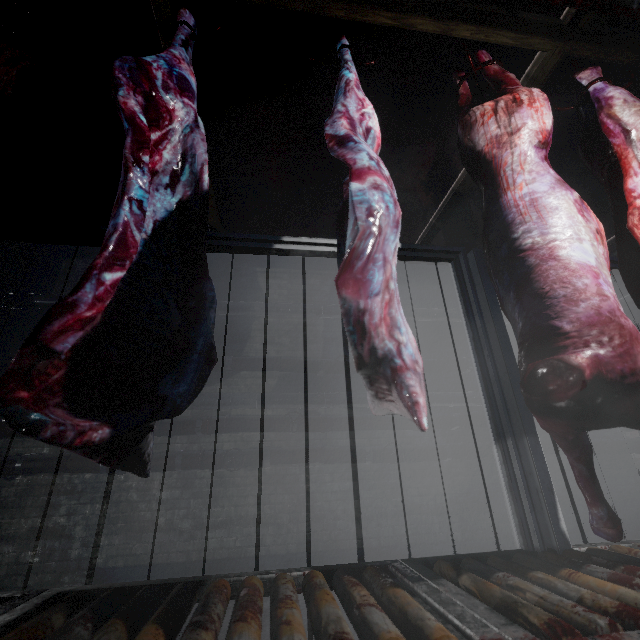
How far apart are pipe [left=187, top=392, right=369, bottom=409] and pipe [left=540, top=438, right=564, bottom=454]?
0.11m

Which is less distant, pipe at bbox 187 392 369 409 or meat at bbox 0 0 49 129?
meat at bbox 0 0 49 129

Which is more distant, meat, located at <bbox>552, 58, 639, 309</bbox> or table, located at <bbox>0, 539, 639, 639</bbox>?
meat, located at <bbox>552, 58, 639, 309</bbox>

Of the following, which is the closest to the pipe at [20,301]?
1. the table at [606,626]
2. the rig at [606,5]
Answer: the rig at [606,5]

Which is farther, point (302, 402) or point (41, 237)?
point (302, 402)

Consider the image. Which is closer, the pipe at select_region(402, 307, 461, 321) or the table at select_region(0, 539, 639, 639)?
the table at select_region(0, 539, 639, 639)

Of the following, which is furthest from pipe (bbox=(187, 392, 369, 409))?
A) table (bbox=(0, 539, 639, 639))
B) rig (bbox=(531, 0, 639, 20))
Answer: rig (bbox=(531, 0, 639, 20))

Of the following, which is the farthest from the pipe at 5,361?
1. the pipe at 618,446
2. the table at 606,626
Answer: the table at 606,626
